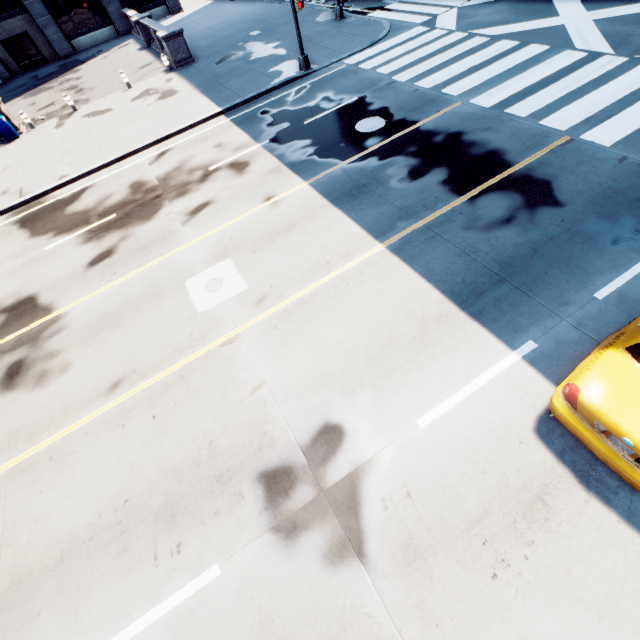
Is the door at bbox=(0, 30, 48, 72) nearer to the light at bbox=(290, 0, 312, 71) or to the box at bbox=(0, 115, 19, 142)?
the box at bbox=(0, 115, 19, 142)

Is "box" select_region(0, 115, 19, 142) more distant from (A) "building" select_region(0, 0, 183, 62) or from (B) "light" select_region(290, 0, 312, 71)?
(A) "building" select_region(0, 0, 183, 62)

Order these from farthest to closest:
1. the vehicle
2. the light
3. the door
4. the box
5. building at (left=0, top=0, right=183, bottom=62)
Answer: the door
building at (left=0, top=0, right=183, bottom=62)
the box
the light
the vehicle

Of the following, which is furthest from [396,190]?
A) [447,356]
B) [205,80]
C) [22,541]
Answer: [205,80]

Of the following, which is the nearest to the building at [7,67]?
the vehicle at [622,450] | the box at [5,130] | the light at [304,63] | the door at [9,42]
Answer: the door at [9,42]

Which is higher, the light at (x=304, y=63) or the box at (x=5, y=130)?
Result: the box at (x=5, y=130)

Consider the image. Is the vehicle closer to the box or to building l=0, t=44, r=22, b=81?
the box

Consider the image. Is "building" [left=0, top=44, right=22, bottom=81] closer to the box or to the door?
the door
